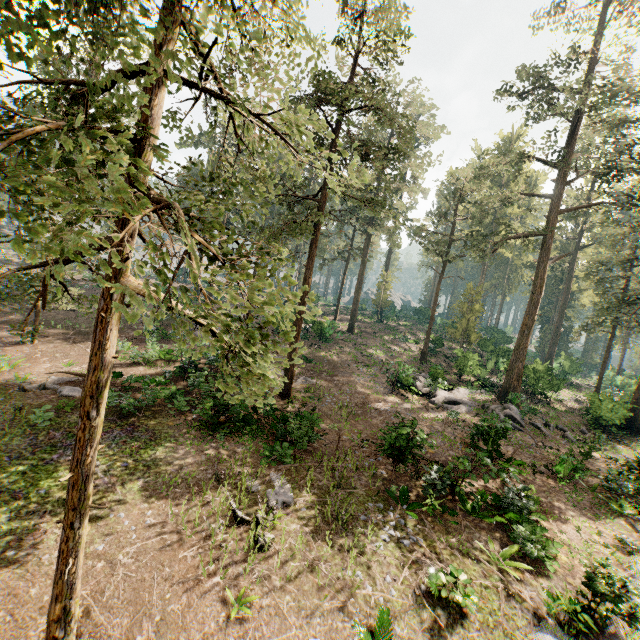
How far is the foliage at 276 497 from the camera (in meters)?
11.12

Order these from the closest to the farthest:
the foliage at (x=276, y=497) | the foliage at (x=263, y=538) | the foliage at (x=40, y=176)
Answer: the foliage at (x=40, y=176) → the foliage at (x=263, y=538) → the foliage at (x=276, y=497)

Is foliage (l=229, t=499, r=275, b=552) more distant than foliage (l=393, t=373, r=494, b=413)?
No

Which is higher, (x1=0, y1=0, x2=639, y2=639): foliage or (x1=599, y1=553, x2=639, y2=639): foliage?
(x1=0, y1=0, x2=639, y2=639): foliage

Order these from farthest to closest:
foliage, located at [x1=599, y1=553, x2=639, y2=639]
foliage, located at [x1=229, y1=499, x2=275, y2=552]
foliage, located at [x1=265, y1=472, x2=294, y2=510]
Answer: foliage, located at [x1=265, y1=472, x2=294, y2=510] < foliage, located at [x1=229, y1=499, x2=275, y2=552] < foliage, located at [x1=599, y1=553, x2=639, y2=639]

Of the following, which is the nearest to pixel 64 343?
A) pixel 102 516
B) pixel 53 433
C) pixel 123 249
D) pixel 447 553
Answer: pixel 53 433

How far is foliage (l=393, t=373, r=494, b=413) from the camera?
23.2m
